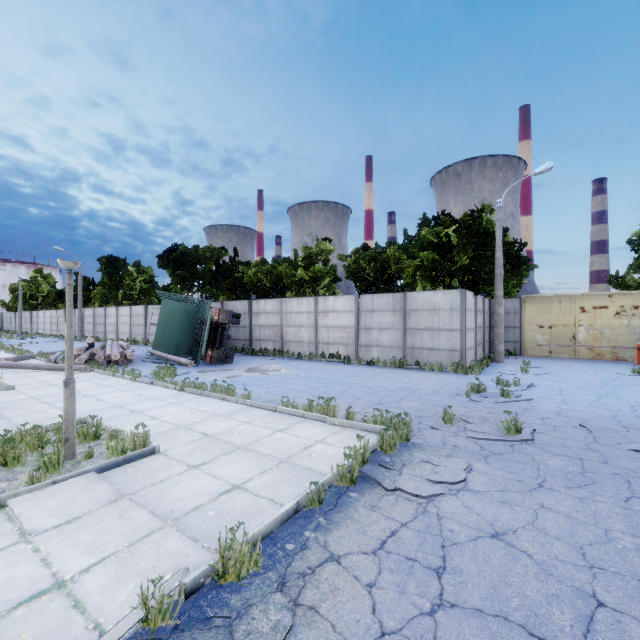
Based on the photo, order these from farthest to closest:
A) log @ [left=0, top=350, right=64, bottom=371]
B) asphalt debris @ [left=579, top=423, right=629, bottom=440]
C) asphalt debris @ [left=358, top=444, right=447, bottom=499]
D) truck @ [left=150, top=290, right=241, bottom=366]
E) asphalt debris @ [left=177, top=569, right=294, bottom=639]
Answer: truck @ [left=150, top=290, right=241, bottom=366], log @ [left=0, top=350, right=64, bottom=371], asphalt debris @ [left=579, top=423, right=629, bottom=440], asphalt debris @ [left=358, top=444, right=447, bottom=499], asphalt debris @ [left=177, top=569, right=294, bottom=639]

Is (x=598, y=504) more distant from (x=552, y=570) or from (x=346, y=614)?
(x=346, y=614)

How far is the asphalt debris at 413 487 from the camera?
4.2 meters

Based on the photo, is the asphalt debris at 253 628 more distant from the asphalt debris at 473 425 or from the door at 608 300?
the door at 608 300

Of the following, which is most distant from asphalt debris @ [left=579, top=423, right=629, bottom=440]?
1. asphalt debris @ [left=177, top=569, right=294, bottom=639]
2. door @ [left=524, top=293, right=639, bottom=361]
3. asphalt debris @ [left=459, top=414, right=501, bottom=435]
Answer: door @ [left=524, top=293, right=639, bottom=361]

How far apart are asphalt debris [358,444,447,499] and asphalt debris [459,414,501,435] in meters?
1.0

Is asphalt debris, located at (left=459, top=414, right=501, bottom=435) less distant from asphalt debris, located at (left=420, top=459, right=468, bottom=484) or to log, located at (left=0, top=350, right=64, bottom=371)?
asphalt debris, located at (left=420, top=459, right=468, bottom=484)

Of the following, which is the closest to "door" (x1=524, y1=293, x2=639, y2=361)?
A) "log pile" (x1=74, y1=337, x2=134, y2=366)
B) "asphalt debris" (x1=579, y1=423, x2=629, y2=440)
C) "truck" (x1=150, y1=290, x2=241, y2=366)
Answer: "asphalt debris" (x1=579, y1=423, x2=629, y2=440)
